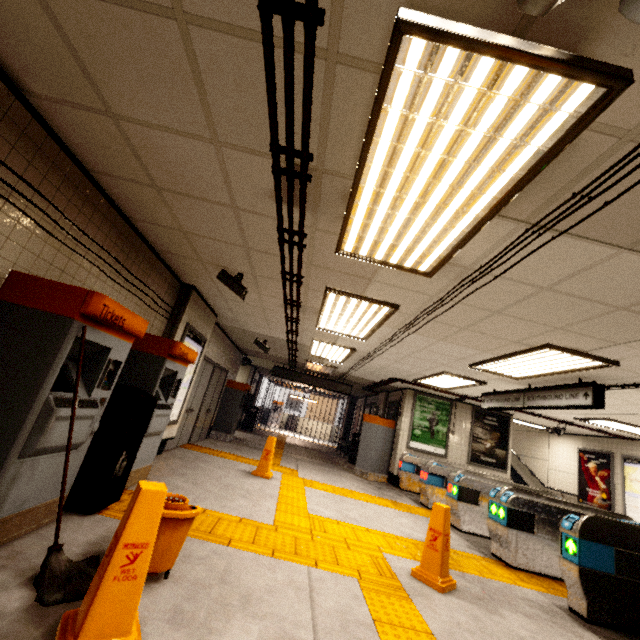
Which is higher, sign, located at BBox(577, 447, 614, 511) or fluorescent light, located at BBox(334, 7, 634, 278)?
fluorescent light, located at BBox(334, 7, 634, 278)

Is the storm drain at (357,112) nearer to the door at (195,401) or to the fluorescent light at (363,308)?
the fluorescent light at (363,308)

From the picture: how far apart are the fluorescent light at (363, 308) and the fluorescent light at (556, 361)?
2.0m

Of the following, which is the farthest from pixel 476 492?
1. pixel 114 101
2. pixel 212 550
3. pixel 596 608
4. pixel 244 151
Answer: pixel 114 101

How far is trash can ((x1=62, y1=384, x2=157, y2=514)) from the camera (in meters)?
3.09

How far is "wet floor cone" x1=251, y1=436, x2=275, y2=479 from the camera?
6.5 meters

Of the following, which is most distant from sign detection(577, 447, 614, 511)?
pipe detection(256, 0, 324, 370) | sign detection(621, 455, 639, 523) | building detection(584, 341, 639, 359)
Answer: pipe detection(256, 0, 324, 370)

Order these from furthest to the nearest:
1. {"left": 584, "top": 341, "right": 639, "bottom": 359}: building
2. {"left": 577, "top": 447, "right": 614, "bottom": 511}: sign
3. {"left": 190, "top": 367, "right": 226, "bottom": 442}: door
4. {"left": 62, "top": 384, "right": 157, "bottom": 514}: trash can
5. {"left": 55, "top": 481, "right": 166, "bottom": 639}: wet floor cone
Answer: {"left": 577, "top": 447, "right": 614, "bottom": 511}: sign < {"left": 190, "top": 367, "right": 226, "bottom": 442}: door < {"left": 584, "top": 341, "right": 639, "bottom": 359}: building < {"left": 62, "top": 384, "right": 157, "bottom": 514}: trash can < {"left": 55, "top": 481, "right": 166, "bottom": 639}: wet floor cone
